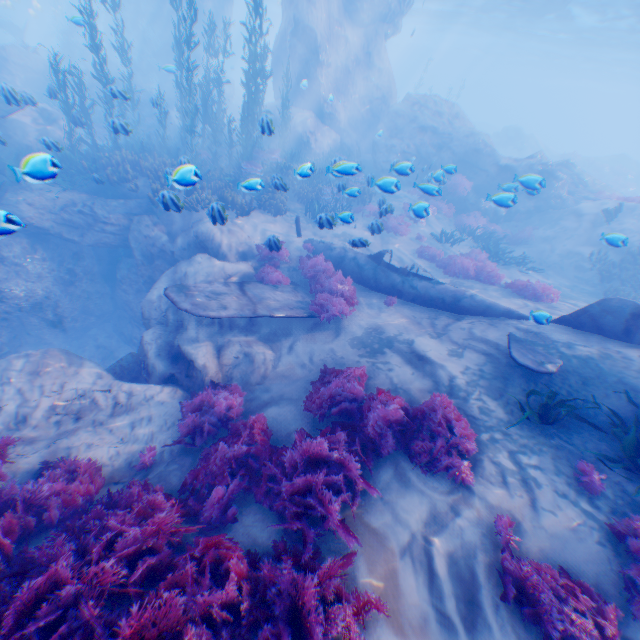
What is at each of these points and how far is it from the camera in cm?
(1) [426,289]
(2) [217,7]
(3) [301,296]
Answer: (1) plane, 973
(2) rock, 2850
(3) plane, 966

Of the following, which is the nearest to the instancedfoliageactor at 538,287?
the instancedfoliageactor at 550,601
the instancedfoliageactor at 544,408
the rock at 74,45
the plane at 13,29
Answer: the rock at 74,45

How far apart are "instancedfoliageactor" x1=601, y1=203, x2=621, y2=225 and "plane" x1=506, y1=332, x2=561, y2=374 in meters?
12.4

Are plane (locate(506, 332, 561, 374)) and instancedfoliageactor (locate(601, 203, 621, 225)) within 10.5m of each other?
no

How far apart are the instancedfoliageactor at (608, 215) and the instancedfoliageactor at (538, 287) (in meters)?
7.67

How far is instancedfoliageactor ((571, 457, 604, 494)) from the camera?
4.5m

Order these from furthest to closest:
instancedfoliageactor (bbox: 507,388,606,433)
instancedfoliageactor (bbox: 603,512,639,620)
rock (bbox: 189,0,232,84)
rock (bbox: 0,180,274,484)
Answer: rock (bbox: 189,0,232,84)
rock (bbox: 0,180,274,484)
instancedfoliageactor (bbox: 507,388,606,433)
instancedfoliageactor (bbox: 603,512,639,620)

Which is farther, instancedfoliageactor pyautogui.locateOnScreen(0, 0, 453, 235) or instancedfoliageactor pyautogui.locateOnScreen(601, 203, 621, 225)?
instancedfoliageactor pyautogui.locateOnScreen(601, 203, 621, 225)
